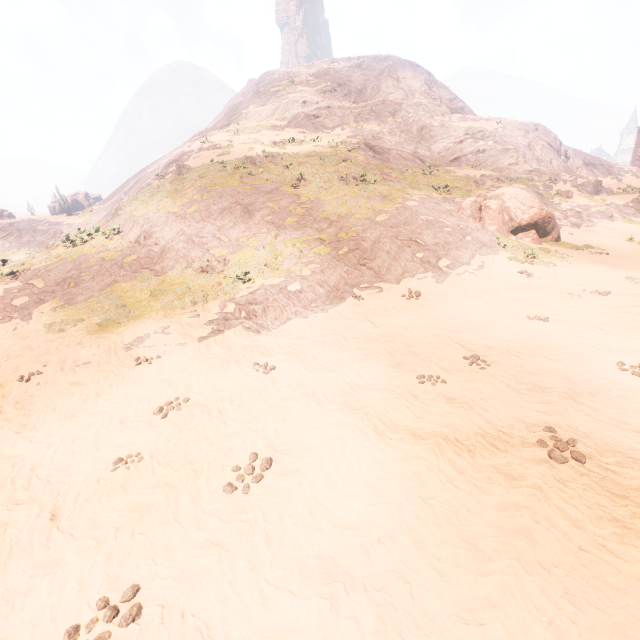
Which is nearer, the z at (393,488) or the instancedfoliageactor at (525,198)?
the z at (393,488)

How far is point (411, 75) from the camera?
44.1 meters

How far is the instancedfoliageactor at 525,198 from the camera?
16.7 meters

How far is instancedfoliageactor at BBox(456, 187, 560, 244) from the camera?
16.7m

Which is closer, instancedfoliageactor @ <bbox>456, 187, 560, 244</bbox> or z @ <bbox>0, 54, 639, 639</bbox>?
z @ <bbox>0, 54, 639, 639</bbox>
